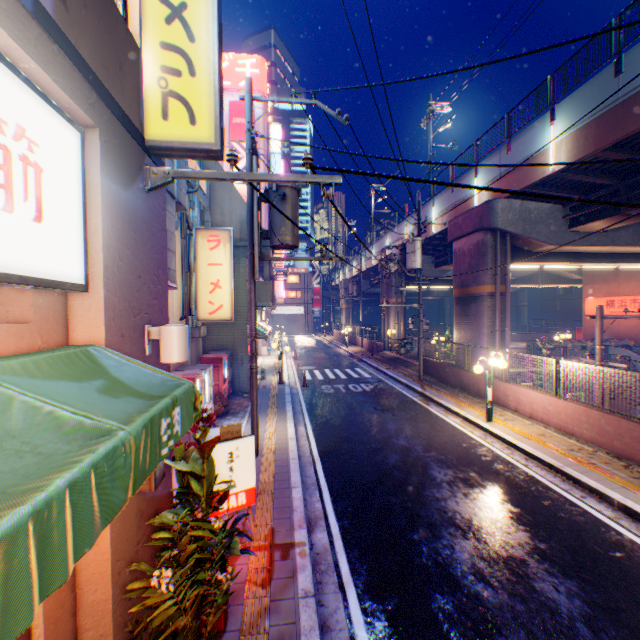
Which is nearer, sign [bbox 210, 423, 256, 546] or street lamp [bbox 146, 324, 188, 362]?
street lamp [bbox 146, 324, 188, 362]

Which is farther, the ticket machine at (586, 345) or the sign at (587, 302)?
the sign at (587, 302)

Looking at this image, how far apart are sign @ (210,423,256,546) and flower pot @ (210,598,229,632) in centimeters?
98cm

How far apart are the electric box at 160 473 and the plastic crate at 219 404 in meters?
8.5 m

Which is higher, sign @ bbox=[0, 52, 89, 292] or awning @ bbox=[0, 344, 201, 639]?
sign @ bbox=[0, 52, 89, 292]

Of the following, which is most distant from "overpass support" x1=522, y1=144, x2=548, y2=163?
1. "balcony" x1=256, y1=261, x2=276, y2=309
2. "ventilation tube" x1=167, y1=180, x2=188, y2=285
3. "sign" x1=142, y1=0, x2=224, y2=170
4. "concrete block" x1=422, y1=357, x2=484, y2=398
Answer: "ventilation tube" x1=167, y1=180, x2=188, y2=285

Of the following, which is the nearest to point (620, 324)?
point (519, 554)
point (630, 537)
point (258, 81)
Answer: point (630, 537)

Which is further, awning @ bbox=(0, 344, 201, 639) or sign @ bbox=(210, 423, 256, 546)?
sign @ bbox=(210, 423, 256, 546)
